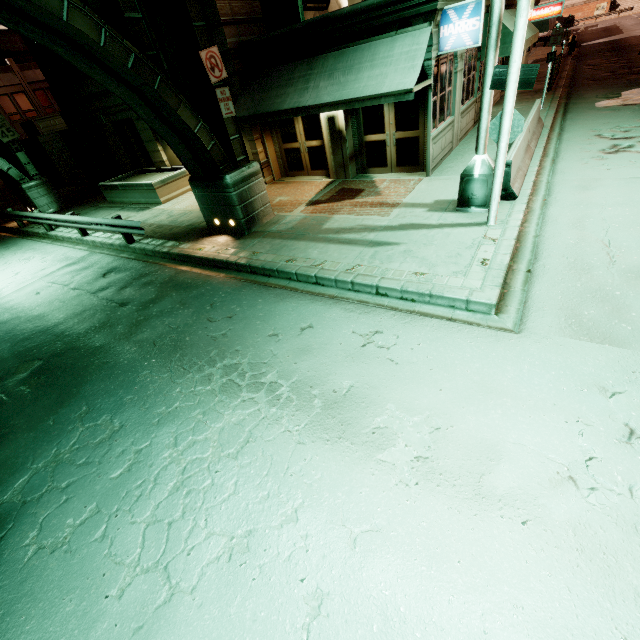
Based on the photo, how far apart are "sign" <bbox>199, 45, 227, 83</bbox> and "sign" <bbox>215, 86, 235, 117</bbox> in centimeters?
14cm

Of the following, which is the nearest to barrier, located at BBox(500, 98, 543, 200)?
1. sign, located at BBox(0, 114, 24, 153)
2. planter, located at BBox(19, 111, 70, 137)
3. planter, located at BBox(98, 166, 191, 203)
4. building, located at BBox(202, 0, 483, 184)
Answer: building, located at BBox(202, 0, 483, 184)

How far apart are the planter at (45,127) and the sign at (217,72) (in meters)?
24.52

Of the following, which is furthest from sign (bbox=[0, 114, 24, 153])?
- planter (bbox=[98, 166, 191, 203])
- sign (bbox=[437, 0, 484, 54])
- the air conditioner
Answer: sign (bbox=[437, 0, 484, 54])

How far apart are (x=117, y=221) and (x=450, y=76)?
12.4m

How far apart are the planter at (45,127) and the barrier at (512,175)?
30.79m

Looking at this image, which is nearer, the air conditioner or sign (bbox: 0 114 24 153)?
the air conditioner

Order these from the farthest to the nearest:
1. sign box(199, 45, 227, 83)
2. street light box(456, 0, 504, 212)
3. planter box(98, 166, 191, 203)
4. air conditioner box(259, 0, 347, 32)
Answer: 1. planter box(98, 166, 191, 203)
2. air conditioner box(259, 0, 347, 32)
3. sign box(199, 45, 227, 83)
4. street light box(456, 0, 504, 212)
